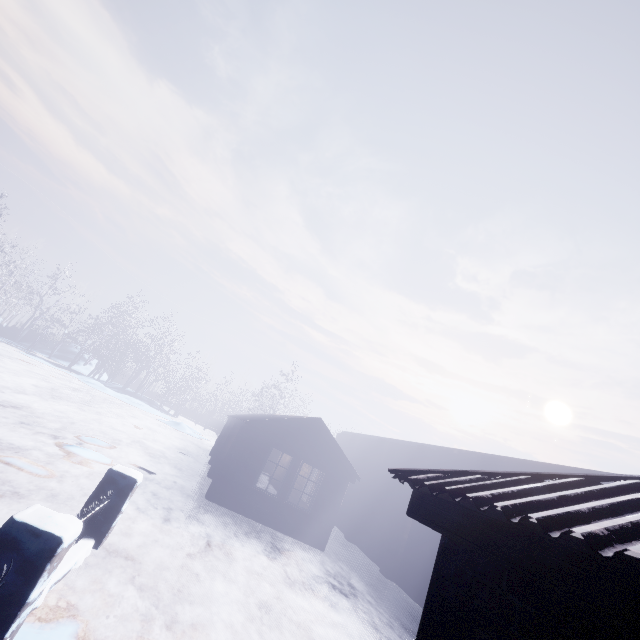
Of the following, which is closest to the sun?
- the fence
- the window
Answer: the window

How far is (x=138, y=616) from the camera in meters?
3.5

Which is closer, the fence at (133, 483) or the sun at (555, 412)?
the fence at (133, 483)

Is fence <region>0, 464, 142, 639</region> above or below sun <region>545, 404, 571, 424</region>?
below

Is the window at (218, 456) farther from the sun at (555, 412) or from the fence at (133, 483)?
the sun at (555, 412)

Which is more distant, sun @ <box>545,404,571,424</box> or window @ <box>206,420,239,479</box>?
sun @ <box>545,404,571,424</box>

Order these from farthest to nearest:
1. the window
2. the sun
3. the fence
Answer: the sun
the window
the fence
